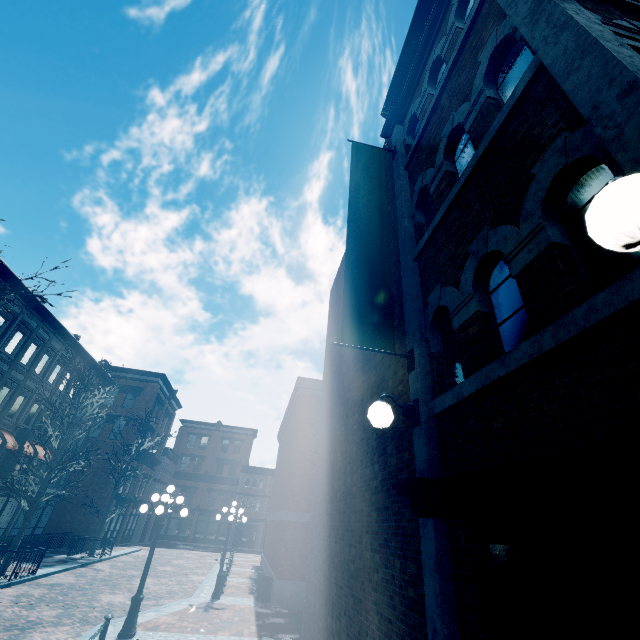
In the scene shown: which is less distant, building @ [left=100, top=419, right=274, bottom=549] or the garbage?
the garbage

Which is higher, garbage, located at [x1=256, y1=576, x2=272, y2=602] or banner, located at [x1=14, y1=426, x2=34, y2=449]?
banner, located at [x1=14, y1=426, x2=34, y2=449]

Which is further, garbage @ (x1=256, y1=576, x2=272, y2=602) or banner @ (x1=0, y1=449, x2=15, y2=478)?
banner @ (x1=0, y1=449, x2=15, y2=478)

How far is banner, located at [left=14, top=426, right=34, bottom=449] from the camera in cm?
2027

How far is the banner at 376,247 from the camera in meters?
4.4

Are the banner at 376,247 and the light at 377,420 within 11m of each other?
yes

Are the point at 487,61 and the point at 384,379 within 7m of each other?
yes

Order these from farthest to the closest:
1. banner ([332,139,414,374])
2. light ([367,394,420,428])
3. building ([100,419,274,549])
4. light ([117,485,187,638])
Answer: building ([100,419,274,549])
light ([117,485,187,638])
banner ([332,139,414,374])
light ([367,394,420,428])
